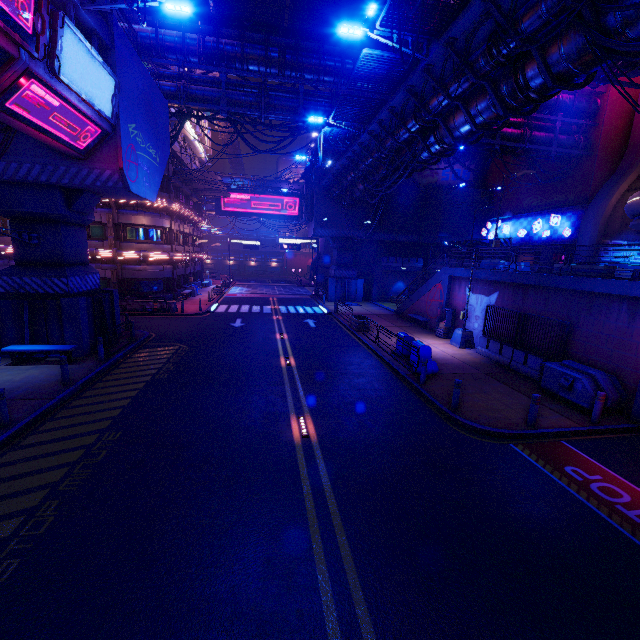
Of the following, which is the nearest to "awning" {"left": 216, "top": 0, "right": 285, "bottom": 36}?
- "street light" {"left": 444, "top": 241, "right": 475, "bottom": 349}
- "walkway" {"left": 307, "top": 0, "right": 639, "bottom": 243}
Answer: "walkway" {"left": 307, "top": 0, "right": 639, "bottom": 243}

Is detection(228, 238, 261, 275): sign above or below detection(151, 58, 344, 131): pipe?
→ below

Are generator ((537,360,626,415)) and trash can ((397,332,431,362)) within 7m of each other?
yes

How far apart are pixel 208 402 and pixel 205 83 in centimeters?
2139cm

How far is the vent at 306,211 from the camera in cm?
3388

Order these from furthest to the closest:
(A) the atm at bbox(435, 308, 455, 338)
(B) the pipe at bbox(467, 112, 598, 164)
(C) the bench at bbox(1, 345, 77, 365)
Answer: (B) the pipe at bbox(467, 112, 598, 164) → (A) the atm at bbox(435, 308, 455, 338) → (C) the bench at bbox(1, 345, 77, 365)

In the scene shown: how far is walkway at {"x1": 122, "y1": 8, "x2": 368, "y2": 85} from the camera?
19.5m

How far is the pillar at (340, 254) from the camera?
36.0m
